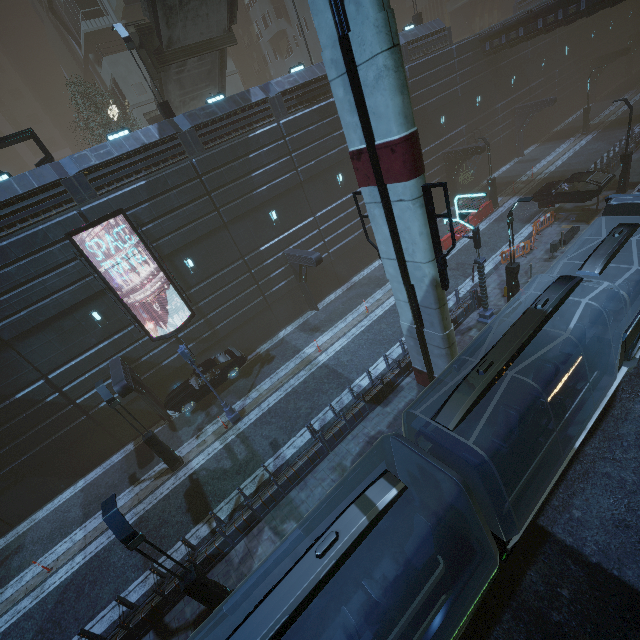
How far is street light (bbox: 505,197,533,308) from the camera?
13.6 meters

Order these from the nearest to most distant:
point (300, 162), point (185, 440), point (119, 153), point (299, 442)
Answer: point (299, 442) → point (119, 153) → point (185, 440) → point (300, 162)

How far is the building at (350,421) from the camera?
11.4m

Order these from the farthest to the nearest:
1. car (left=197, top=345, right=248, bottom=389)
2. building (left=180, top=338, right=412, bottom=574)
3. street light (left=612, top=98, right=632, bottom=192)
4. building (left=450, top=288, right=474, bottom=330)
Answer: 1. street light (left=612, top=98, right=632, bottom=192)
2. car (left=197, top=345, right=248, bottom=389)
3. building (left=450, top=288, right=474, bottom=330)
4. building (left=180, top=338, right=412, bottom=574)

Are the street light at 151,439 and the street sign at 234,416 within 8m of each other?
yes

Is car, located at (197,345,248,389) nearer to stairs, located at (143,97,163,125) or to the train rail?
the train rail

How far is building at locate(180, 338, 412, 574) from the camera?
11.4m

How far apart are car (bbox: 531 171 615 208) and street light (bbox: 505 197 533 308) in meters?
9.5
